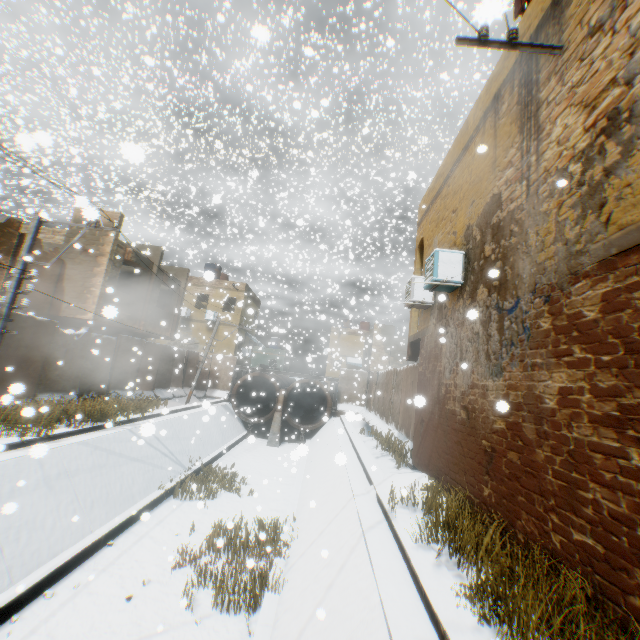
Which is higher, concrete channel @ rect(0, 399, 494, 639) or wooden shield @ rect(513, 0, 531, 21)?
wooden shield @ rect(513, 0, 531, 21)

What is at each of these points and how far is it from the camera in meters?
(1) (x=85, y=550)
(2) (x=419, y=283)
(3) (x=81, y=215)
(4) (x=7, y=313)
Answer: (1) concrete channel, 7.7 m
(2) air conditioner, 9.8 m
(3) building, 14.4 m
(4) electric pole, 8.5 m

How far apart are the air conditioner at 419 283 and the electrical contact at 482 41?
3.60m

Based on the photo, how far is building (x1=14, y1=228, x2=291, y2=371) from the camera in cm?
Result: 1354

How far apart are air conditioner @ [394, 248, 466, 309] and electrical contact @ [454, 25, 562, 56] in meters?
3.6 m

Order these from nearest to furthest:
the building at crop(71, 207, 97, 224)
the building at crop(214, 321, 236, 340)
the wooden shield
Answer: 1. the building at crop(71, 207, 97, 224)
2. the wooden shield
3. the building at crop(214, 321, 236, 340)

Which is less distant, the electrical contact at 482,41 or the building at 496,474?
the building at 496,474

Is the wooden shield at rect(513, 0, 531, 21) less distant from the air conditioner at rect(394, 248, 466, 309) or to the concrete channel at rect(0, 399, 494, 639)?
the air conditioner at rect(394, 248, 466, 309)
